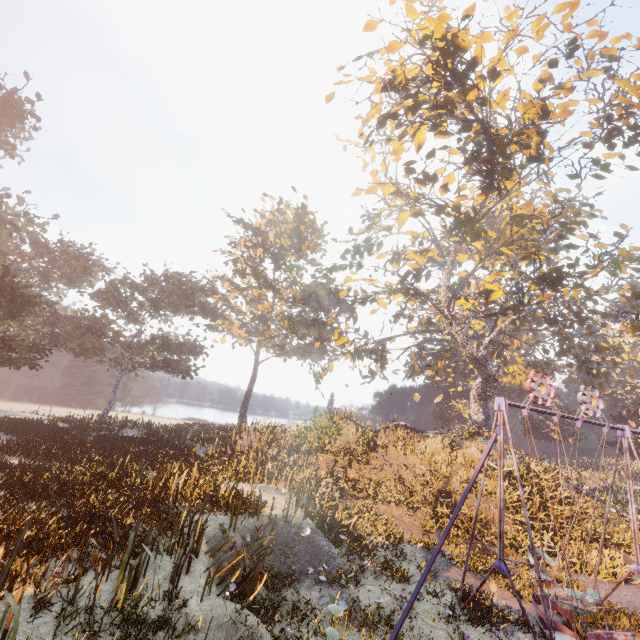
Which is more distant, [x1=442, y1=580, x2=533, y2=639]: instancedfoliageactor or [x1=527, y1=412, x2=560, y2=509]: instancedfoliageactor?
[x1=527, y1=412, x2=560, y2=509]: instancedfoliageactor

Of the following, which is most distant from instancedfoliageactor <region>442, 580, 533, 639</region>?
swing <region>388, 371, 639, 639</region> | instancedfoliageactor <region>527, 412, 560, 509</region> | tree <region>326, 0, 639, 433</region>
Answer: instancedfoliageactor <region>527, 412, 560, 509</region>

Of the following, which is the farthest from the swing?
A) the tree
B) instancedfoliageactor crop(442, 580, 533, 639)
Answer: the tree

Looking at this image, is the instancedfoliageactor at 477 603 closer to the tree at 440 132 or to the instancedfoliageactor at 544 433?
the tree at 440 132

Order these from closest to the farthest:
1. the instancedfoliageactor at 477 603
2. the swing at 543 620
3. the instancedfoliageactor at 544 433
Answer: the swing at 543 620 < the instancedfoliageactor at 477 603 < the instancedfoliageactor at 544 433

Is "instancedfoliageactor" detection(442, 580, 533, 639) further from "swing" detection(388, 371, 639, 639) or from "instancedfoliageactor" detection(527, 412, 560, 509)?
"instancedfoliageactor" detection(527, 412, 560, 509)

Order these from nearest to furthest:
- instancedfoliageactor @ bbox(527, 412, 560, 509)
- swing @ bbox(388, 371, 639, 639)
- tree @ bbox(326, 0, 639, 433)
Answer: swing @ bbox(388, 371, 639, 639), tree @ bbox(326, 0, 639, 433), instancedfoliageactor @ bbox(527, 412, 560, 509)

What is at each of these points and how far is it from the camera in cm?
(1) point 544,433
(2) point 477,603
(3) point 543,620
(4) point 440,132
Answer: (1) instancedfoliageactor, 5009
(2) instancedfoliageactor, 971
(3) swing, 908
(4) tree, 1759
